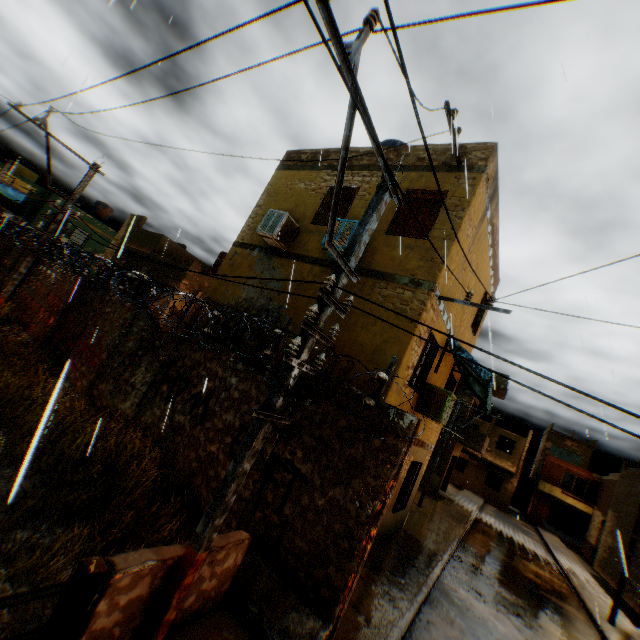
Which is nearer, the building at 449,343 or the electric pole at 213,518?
the electric pole at 213,518

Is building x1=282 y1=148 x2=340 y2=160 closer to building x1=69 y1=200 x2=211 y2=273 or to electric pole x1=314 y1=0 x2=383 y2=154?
building x1=69 y1=200 x2=211 y2=273

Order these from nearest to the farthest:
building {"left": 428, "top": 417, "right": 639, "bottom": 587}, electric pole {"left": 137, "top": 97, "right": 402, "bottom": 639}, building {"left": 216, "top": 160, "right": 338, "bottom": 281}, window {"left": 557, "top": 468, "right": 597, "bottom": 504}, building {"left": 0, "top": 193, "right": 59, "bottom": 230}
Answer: electric pole {"left": 137, "top": 97, "right": 402, "bottom": 639} → building {"left": 216, "top": 160, "right": 338, "bottom": 281} → building {"left": 428, "top": 417, "right": 639, "bottom": 587} → building {"left": 0, "top": 193, "right": 59, "bottom": 230} → window {"left": 557, "top": 468, "right": 597, "bottom": 504}

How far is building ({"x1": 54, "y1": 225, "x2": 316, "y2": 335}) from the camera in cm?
850

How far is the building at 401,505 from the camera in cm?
691

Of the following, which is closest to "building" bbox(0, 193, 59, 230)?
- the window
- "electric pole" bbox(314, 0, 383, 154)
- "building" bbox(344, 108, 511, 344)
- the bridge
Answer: "building" bbox(344, 108, 511, 344)

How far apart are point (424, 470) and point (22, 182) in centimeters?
6323cm
